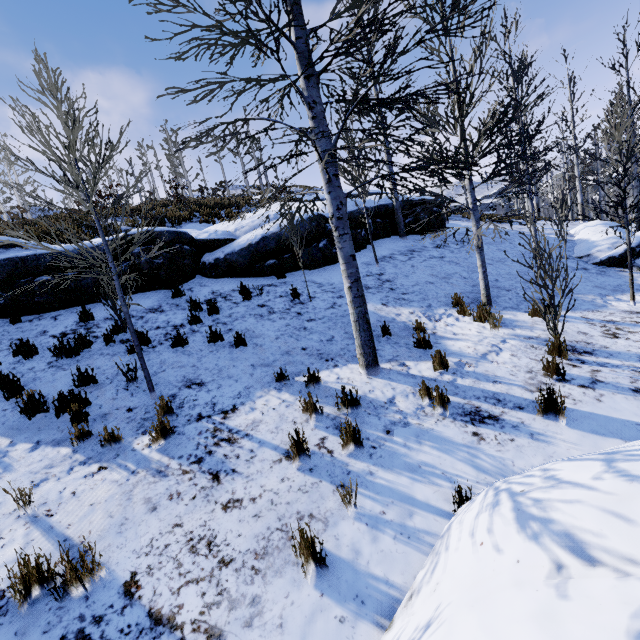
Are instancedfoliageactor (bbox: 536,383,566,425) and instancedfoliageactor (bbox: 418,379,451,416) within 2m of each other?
yes

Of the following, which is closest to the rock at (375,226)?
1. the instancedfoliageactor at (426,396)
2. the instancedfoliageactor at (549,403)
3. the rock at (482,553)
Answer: the instancedfoliageactor at (426,396)

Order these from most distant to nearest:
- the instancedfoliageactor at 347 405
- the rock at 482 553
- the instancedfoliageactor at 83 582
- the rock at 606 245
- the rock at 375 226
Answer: the rock at 375 226, the rock at 606 245, the instancedfoliageactor at 347 405, the instancedfoliageactor at 83 582, the rock at 482 553

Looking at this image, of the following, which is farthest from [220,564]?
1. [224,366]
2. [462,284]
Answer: [462,284]

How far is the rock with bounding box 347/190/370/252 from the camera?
11.2 meters

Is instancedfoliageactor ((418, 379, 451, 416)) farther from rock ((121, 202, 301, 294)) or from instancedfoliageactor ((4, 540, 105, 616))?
rock ((121, 202, 301, 294))

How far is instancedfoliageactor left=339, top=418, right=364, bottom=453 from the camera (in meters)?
3.86

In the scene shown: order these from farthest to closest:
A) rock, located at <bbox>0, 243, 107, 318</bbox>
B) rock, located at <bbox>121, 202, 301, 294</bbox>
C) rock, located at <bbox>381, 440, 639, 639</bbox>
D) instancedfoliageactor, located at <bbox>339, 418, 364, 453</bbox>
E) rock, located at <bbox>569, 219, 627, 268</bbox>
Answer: rock, located at <bbox>569, 219, 627, 268</bbox> → rock, located at <bbox>121, 202, 301, 294</bbox> → rock, located at <bbox>0, 243, 107, 318</bbox> → instancedfoliageactor, located at <bbox>339, 418, 364, 453</bbox> → rock, located at <bbox>381, 440, 639, 639</bbox>
